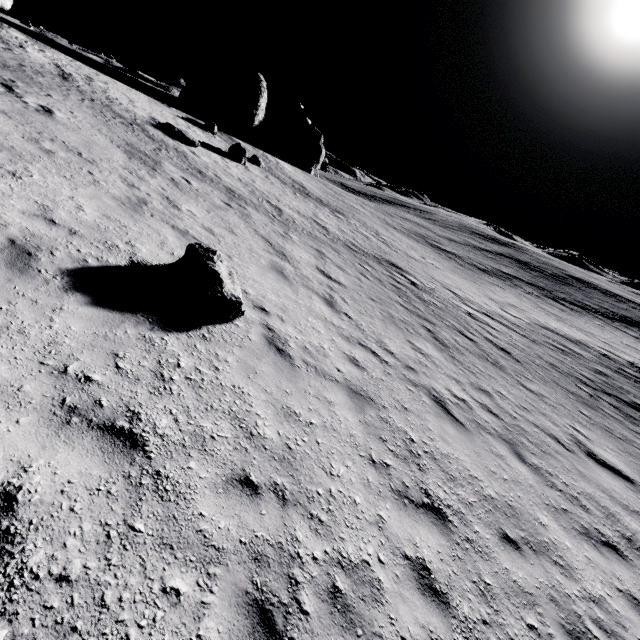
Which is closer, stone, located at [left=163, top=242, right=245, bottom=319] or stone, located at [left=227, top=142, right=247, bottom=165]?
stone, located at [left=163, top=242, right=245, bottom=319]

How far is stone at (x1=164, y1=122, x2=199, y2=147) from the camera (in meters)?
18.80

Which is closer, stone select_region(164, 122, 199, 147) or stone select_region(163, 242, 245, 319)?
stone select_region(163, 242, 245, 319)

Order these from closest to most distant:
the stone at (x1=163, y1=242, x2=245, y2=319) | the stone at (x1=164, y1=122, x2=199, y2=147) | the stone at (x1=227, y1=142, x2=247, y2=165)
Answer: the stone at (x1=163, y1=242, x2=245, y2=319), the stone at (x1=164, y1=122, x2=199, y2=147), the stone at (x1=227, y1=142, x2=247, y2=165)

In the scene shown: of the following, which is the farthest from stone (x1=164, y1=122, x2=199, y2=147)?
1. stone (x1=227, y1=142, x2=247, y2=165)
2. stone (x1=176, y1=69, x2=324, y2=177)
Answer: stone (x1=176, y1=69, x2=324, y2=177)

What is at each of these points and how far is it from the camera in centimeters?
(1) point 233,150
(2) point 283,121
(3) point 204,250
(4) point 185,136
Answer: (1) stone, 2338cm
(2) stone, 4141cm
(3) stone, 646cm
(4) stone, 1889cm

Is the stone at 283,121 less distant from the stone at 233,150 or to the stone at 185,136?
the stone at 233,150

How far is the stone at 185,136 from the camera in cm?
1880
